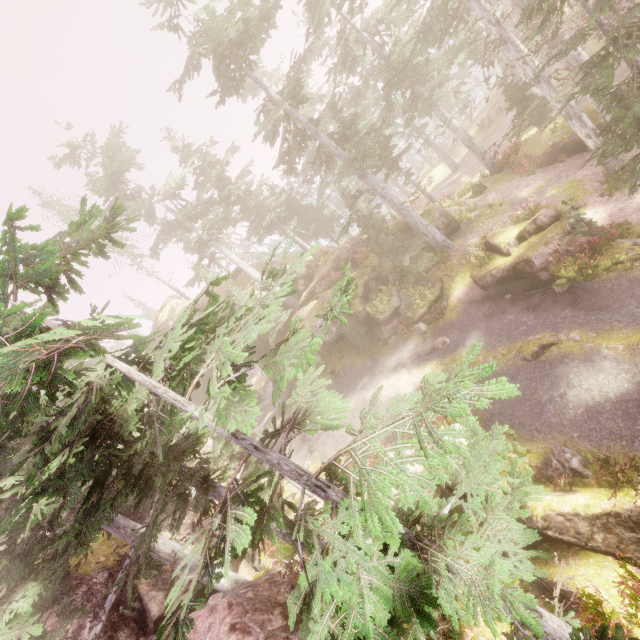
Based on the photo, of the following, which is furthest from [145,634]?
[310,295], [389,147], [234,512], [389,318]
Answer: [389,147]

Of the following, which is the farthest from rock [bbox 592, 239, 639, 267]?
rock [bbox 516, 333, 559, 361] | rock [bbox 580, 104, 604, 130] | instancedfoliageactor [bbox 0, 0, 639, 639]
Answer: rock [bbox 580, 104, 604, 130]

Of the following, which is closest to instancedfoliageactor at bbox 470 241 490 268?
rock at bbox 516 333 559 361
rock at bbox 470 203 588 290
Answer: rock at bbox 470 203 588 290

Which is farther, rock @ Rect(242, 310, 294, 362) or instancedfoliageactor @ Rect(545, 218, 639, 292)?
rock @ Rect(242, 310, 294, 362)

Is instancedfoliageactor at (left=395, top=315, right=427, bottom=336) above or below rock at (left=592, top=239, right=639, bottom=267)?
above

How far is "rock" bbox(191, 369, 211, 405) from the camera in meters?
37.8 m

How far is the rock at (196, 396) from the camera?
37.75m

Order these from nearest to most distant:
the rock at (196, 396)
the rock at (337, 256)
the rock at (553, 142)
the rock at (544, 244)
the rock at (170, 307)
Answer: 1. the rock at (544, 244)
2. the rock at (553, 142)
3. the rock at (337, 256)
4. the rock at (170, 307)
5. the rock at (196, 396)
